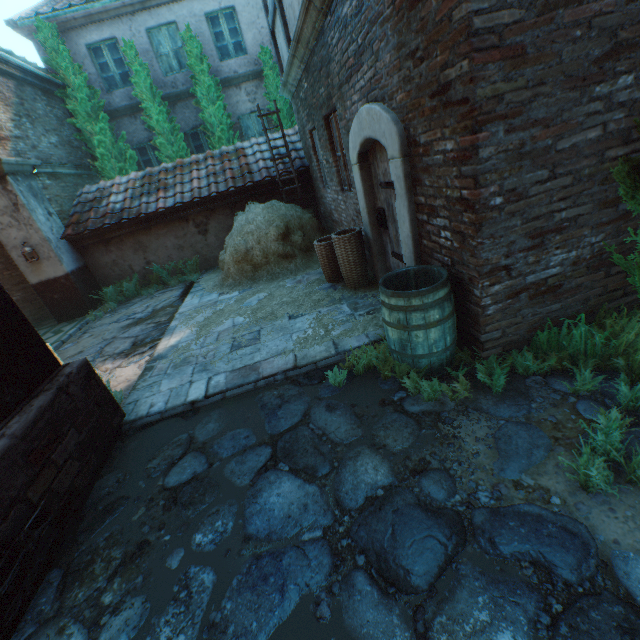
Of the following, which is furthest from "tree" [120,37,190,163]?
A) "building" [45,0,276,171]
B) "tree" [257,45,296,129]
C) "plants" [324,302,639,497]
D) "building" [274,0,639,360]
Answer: "plants" [324,302,639,497]

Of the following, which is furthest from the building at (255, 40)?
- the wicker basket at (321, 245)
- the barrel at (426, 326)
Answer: the barrel at (426, 326)

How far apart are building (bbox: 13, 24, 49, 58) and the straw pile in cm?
868

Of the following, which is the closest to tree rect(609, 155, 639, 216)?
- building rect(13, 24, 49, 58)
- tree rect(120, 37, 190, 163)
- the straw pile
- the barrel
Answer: the barrel

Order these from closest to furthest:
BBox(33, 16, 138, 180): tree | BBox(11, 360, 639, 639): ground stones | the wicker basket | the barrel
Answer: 1. BBox(11, 360, 639, 639): ground stones
2. the barrel
3. the wicker basket
4. BBox(33, 16, 138, 180): tree

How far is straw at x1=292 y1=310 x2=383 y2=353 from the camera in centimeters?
414cm

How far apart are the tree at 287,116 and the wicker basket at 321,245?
8.21m

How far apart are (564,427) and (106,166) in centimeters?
1386cm
